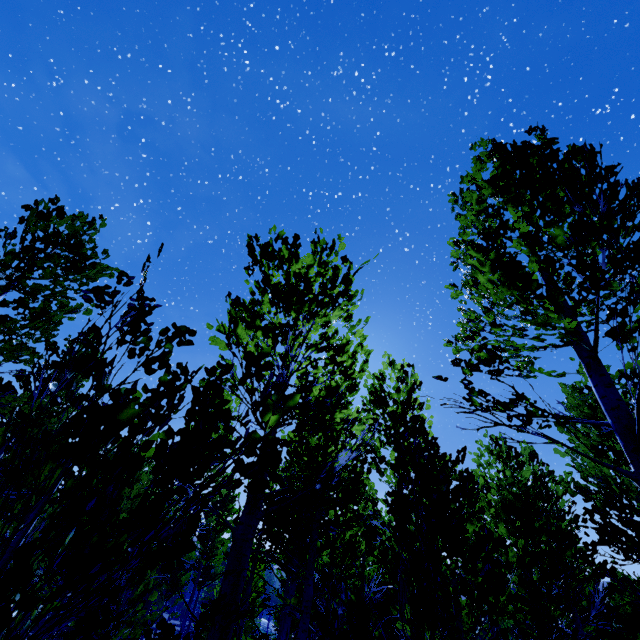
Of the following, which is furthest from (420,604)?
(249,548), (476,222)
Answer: (476,222)
